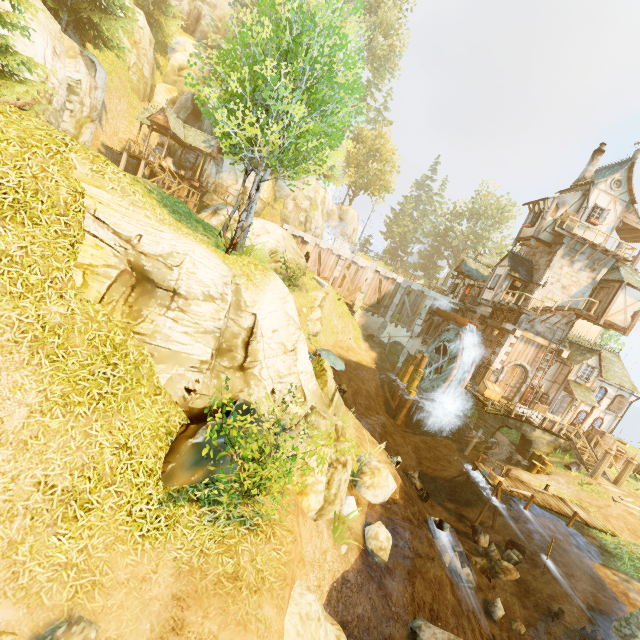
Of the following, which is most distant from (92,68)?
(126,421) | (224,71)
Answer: (126,421)

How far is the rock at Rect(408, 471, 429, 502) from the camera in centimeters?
1600cm

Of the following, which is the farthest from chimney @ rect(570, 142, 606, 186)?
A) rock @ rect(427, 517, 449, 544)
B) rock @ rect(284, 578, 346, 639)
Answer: rock @ rect(284, 578, 346, 639)

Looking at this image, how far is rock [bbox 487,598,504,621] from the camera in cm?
1070

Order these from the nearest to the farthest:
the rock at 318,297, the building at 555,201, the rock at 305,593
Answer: the rock at 305,593
the building at 555,201
the rock at 318,297

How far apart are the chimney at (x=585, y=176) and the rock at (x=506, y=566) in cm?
2542

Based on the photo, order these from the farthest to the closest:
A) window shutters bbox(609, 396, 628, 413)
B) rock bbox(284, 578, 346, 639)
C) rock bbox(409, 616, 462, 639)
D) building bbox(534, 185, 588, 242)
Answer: window shutters bbox(609, 396, 628, 413)
building bbox(534, 185, 588, 242)
rock bbox(409, 616, 462, 639)
rock bbox(284, 578, 346, 639)

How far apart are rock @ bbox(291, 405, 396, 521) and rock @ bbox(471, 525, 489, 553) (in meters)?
8.91
